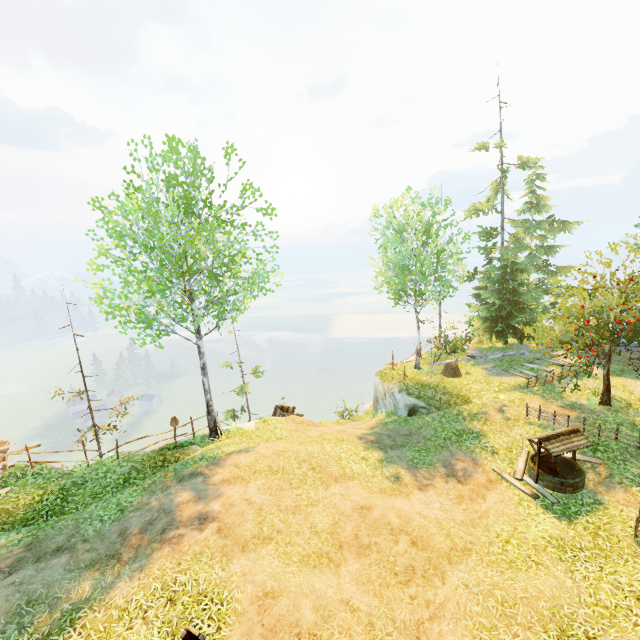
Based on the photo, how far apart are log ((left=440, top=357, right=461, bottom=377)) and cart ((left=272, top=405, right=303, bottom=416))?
8.8 meters

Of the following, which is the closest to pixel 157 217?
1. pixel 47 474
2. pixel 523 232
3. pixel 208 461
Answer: pixel 208 461

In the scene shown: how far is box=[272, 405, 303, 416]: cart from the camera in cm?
1952

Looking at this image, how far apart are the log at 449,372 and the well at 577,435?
7.1m

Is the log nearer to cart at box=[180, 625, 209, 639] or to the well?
the well

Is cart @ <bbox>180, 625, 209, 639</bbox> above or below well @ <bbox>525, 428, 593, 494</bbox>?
above

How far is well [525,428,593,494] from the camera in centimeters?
1022cm

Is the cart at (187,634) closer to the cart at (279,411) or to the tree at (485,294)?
the tree at (485,294)
